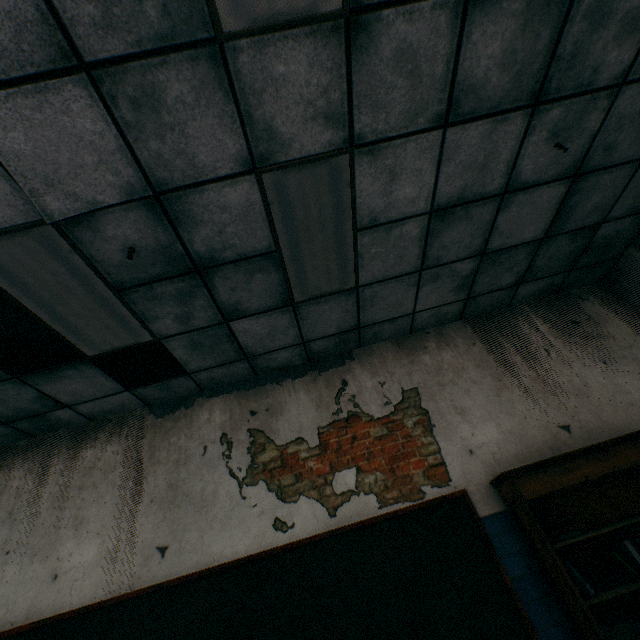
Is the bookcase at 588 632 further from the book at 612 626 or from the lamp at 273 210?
the lamp at 273 210

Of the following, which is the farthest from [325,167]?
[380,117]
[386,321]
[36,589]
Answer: [36,589]

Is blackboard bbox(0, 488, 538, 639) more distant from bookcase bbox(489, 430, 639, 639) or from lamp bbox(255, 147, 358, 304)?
lamp bbox(255, 147, 358, 304)

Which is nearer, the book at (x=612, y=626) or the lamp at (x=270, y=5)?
the lamp at (x=270, y=5)

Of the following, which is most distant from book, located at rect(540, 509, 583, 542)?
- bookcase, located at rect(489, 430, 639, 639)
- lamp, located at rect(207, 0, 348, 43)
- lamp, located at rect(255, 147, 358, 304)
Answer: lamp, located at rect(207, 0, 348, 43)

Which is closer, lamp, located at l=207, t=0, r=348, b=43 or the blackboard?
lamp, located at l=207, t=0, r=348, b=43

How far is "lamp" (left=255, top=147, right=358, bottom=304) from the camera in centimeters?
219cm

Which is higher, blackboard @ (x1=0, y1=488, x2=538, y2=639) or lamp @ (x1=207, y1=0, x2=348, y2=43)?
lamp @ (x1=207, y1=0, x2=348, y2=43)
